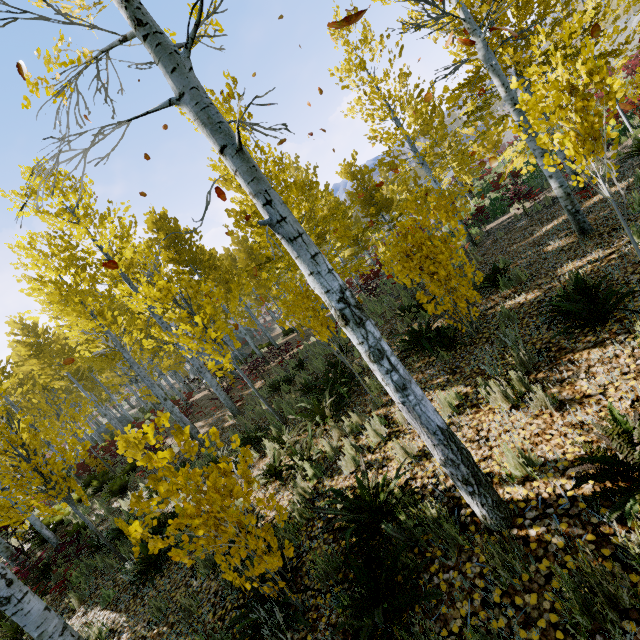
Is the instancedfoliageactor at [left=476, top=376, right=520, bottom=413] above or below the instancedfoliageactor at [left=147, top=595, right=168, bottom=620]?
above

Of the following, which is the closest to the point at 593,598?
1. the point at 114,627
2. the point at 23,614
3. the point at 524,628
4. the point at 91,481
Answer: the point at 524,628

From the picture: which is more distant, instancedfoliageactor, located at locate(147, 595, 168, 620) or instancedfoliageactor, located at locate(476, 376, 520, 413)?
instancedfoliageactor, located at locate(147, 595, 168, 620)

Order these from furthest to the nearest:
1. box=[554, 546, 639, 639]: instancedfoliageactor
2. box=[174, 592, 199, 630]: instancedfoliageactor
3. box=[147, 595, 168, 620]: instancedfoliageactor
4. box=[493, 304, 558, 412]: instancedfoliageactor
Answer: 1. box=[147, 595, 168, 620]: instancedfoliageactor
2. box=[174, 592, 199, 630]: instancedfoliageactor
3. box=[493, 304, 558, 412]: instancedfoliageactor
4. box=[554, 546, 639, 639]: instancedfoliageactor

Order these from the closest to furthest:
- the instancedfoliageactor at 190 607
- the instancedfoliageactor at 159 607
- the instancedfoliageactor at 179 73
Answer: the instancedfoliageactor at 179 73, the instancedfoliageactor at 190 607, the instancedfoliageactor at 159 607

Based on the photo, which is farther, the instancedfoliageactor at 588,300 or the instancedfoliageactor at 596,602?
the instancedfoliageactor at 588,300

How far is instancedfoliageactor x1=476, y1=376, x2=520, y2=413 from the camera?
3.8 meters
